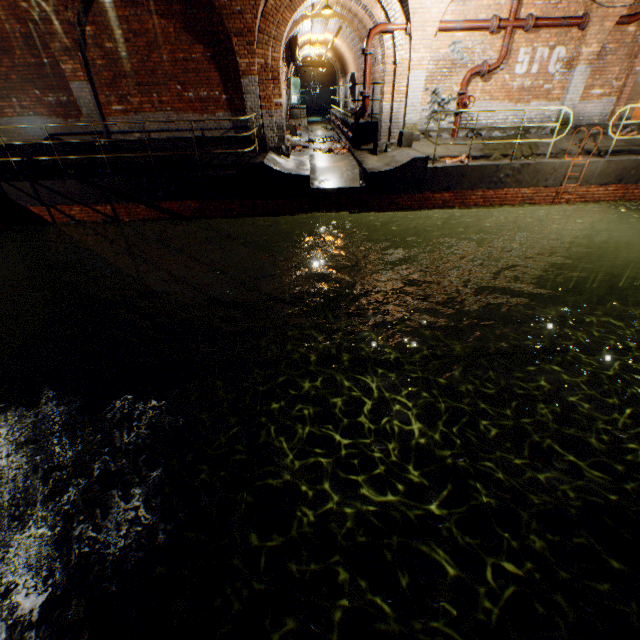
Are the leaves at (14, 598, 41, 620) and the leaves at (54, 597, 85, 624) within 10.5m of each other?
yes

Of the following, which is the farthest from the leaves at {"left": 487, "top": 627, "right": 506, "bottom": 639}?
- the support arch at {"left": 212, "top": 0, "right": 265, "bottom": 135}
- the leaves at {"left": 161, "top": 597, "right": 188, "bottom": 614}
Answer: the support arch at {"left": 212, "top": 0, "right": 265, "bottom": 135}

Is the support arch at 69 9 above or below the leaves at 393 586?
above

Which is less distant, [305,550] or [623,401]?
[305,550]

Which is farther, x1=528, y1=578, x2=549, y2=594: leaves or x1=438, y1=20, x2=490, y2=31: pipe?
x1=438, y1=20, x2=490, y2=31: pipe

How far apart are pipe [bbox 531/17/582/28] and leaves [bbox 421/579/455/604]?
13.2 meters

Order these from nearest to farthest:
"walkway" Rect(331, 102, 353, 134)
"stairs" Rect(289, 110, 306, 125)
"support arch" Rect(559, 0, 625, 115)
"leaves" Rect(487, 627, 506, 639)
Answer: "leaves" Rect(487, 627, 506, 639) → "support arch" Rect(559, 0, 625, 115) → "walkway" Rect(331, 102, 353, 134) → "stairs" Rect(289, 110, 306, 125)

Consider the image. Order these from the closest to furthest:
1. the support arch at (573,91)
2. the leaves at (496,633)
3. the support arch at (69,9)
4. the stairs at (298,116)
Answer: the leaves at (496,633) → the support arch at (69,9) → the support arch at (573,91) → the stairs at (298,116)
